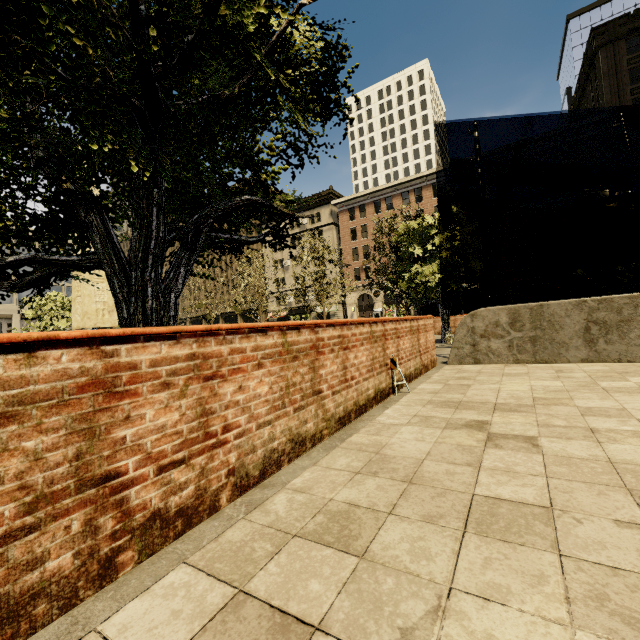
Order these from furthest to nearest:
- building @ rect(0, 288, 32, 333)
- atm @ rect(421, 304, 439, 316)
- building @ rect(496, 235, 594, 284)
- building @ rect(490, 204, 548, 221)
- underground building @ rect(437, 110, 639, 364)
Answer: building @ rect(0, 288, 32, 333) < building @ rect(490, 204, 548, 221) < building @ rect(496, 235, 594, 284) < atm @ rect(421, 304, 439, 316) < underground building @ rect(437, 110, 639, 364)

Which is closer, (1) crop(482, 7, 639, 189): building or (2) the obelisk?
(2) the obelisk

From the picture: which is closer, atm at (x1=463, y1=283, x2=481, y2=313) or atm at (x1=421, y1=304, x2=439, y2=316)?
atm at (x1=463, y1=283, x2=481, y2=313)

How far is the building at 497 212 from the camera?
35.7 meters

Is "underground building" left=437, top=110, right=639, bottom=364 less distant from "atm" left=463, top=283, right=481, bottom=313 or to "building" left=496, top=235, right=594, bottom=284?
"atm" left=463, top=283, right=481, bottom=313

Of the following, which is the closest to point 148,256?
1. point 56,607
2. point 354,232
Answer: point 56,607

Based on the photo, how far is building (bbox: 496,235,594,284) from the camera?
33.22m

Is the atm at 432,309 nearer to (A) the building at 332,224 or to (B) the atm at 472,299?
(B) the atm at 472,299
